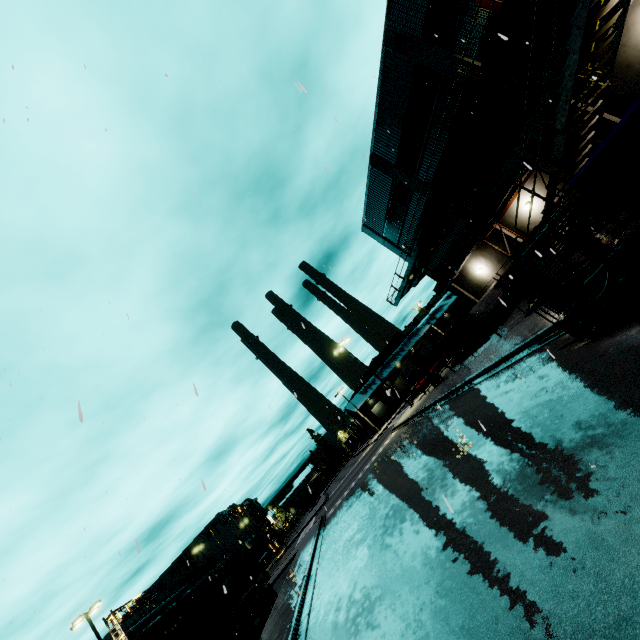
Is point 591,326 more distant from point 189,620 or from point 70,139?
point 189,620

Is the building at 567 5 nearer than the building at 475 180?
Yes

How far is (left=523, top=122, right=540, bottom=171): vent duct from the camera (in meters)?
15.05

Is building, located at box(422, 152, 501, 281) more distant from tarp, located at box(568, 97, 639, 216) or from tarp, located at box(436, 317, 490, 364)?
tarp, located at box(436, 317, 490, 364)

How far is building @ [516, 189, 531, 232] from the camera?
18.9m

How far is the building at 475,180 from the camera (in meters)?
19.50

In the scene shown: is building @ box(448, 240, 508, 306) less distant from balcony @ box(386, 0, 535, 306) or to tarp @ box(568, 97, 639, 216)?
balcony @ box(386, 0, 535, 306)
